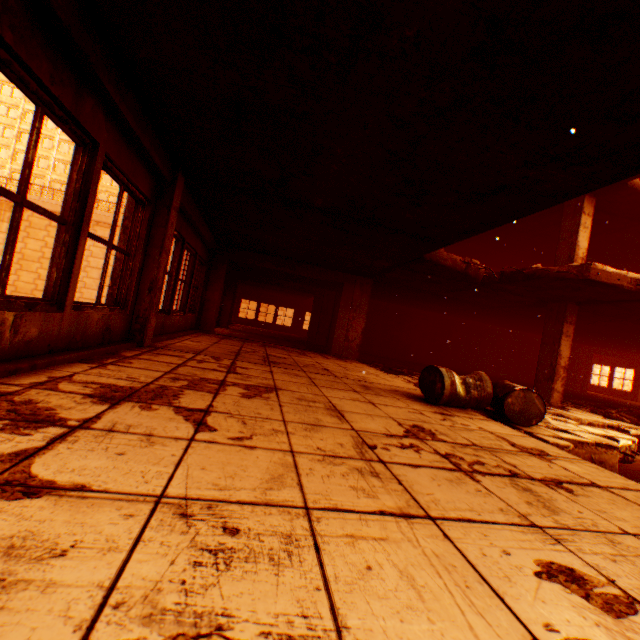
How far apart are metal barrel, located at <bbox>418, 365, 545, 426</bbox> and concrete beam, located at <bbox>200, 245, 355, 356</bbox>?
5.5 meters

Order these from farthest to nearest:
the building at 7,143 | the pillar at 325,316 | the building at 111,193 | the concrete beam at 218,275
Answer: the building at 111,193 → the building at 7,143 → the pillar at 325,316 → the concrete beam at 218,275

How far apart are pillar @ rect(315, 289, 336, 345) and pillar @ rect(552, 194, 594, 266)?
8.52m

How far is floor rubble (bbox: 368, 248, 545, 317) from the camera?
7.2 meters

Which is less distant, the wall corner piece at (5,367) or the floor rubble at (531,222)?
the wall corner piece at (5,367)

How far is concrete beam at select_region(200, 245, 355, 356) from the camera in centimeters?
952cm

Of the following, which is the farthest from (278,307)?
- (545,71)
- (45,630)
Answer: (45,630)

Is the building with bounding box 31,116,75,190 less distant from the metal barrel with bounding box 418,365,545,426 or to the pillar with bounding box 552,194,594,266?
the pillar with bounding box 552,194,594,266
